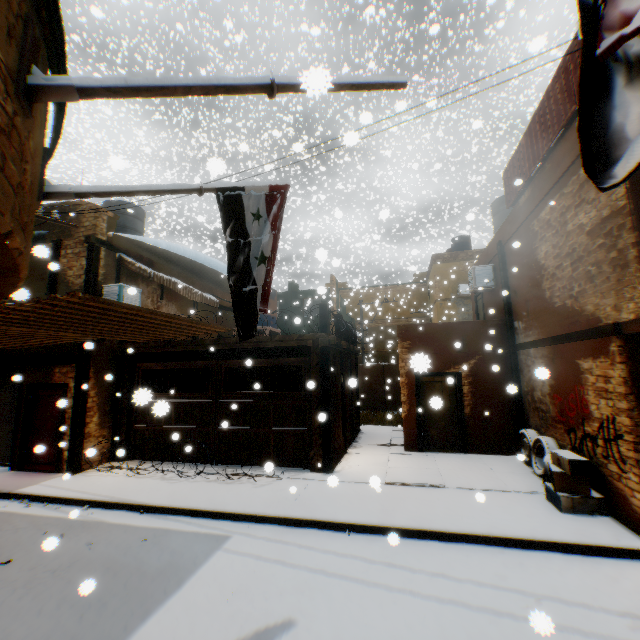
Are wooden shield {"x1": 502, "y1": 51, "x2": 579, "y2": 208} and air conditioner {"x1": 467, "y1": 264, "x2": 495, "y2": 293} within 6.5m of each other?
yes

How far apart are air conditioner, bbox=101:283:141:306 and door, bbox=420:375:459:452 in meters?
5.6 m

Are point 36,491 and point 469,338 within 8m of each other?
no

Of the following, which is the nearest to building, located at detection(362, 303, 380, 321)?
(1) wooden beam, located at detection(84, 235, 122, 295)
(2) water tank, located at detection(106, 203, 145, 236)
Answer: (1) wooden beam, located at detection(84, 235, 122, 295)

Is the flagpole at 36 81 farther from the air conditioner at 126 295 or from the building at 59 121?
the air conditioner at 126 295

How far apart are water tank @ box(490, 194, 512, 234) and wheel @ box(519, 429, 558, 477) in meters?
7.1 m

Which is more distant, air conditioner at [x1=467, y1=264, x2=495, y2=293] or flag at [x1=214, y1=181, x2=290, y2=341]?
air conditioner at [x1=467, y1=264, x2=495, y2=293]

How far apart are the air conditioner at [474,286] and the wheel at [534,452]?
3.6 meters
